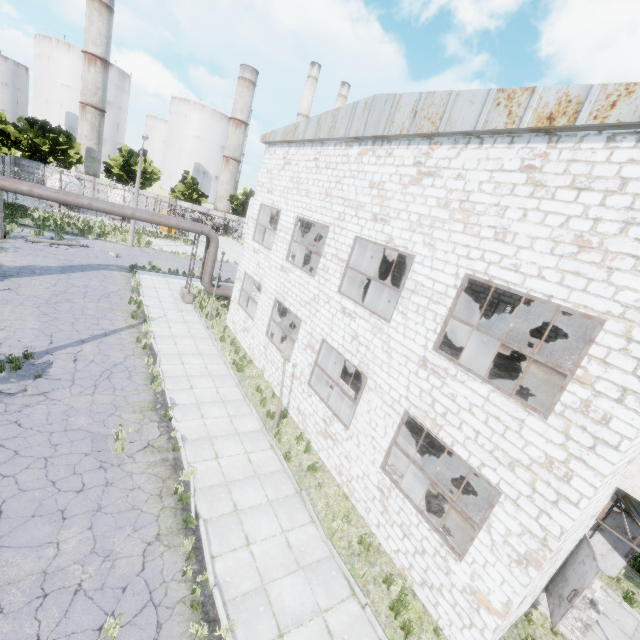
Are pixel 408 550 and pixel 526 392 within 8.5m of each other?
yes

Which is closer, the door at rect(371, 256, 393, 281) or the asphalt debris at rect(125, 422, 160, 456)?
the asphalt debris at rect(125, 422, 160, 456)

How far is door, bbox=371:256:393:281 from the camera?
22.1 meters

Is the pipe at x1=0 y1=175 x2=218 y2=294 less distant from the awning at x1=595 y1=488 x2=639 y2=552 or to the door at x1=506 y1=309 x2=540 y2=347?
the door at x1=506 y1=309 x2=540 y2=347

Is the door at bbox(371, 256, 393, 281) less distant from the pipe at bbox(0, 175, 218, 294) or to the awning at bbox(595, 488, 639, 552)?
the pipe at bbox(0, 175, 218, 294)

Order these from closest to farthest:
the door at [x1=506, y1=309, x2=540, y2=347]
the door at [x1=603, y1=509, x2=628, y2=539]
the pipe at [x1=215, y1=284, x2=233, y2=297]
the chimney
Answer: the door at [x1=603, y1=509, x2=628, y2=539] < the door at [x1=506, y1=309, x2=540, y2=347] < the pipe at [x1=215, y1=284, x2=233, y2=297] < the chimney

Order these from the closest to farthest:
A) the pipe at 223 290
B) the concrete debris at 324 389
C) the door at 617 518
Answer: the door at 617 518, the concrete debris at 324 389, the pipe at 223 290

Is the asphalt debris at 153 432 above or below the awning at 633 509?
below
